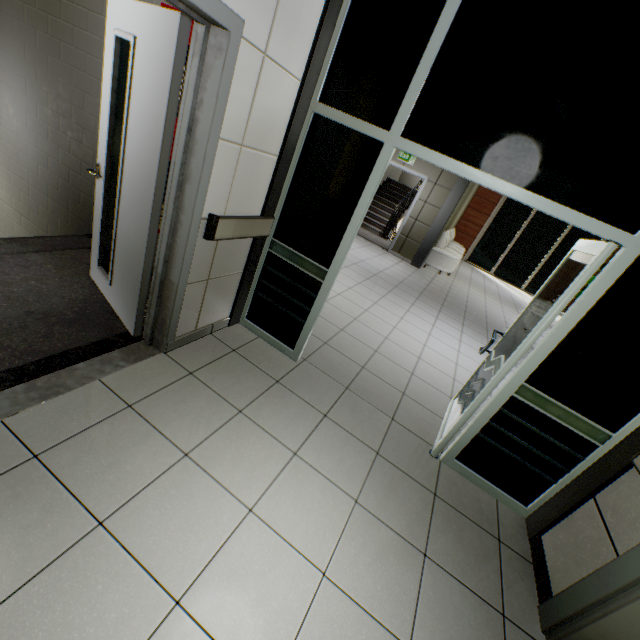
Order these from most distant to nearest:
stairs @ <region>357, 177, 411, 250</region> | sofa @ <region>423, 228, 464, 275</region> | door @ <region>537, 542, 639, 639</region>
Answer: stairs @ <region>357, 177, 411, 250</region> < sofa @ <region>423, 228, 464, 275</region> < door @ <region>537, 542, 639, 639</region>

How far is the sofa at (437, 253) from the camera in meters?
9.1

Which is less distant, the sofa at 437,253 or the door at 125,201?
the door at 125,201

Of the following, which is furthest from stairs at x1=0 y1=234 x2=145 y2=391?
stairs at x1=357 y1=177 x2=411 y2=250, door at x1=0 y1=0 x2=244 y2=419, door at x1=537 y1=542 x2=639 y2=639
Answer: stairs at x1=357 y1=177 x2=411 y2=250

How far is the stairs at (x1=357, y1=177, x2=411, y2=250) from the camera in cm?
1038

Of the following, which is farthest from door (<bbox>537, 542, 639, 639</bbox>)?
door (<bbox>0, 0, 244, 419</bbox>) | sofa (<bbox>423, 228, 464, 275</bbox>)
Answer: sofa (<bbox>423, 228, 464, 275</bbox>)

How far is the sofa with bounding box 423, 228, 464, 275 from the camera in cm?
915

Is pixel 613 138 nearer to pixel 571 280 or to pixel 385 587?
pixel 571 280
